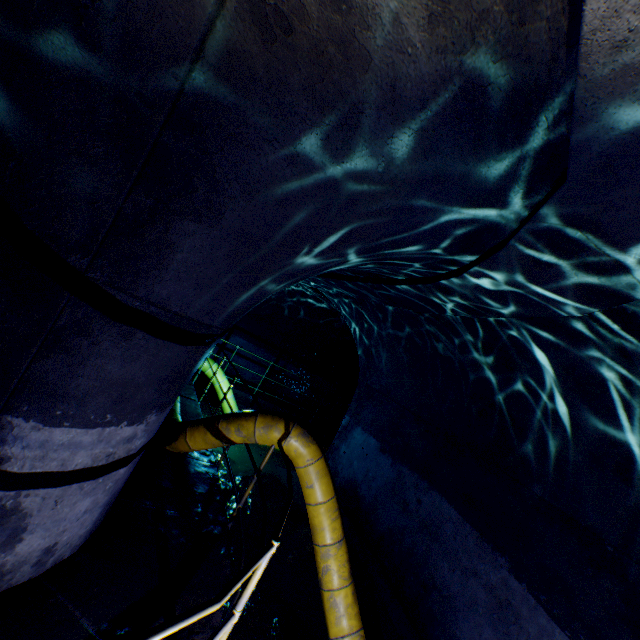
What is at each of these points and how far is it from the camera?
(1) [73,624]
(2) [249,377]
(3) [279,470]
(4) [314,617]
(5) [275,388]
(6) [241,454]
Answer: (1) walkway, 2.2m
(2) building tunnel, 11.6m
(3) building tunnel, 8.1m
(4) building tunnel, 4.5m
(5) building tunnel, 12.2m
(6) building tunnel, 8.2m

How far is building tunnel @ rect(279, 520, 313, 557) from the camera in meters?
5.6

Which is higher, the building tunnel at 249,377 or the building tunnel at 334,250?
the building tunnel at 334,250

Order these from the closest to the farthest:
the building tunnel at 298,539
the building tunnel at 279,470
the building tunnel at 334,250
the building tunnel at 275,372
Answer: the building tunnel at 334,250 → the building tunnel at 298,539 → the building tunnel at 279,470 → the building tunnel at 275,372

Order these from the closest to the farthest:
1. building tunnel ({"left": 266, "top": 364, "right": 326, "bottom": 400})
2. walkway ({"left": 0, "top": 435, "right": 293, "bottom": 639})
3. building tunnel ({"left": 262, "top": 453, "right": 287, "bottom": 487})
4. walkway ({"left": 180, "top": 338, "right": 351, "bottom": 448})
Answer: walkway ({"left": 0, "top": 435, "right": 293, "bottom": 639}) < walkway ({"left": 180, "top": 338, "right": 351, "bottom": 448}) < building tunnel ({"left": 262, "top": 453, "right": 287, "bottom": 487}) < building tunnel ({"left": 266, "top": 364, "right": 326, "bottom": 400})

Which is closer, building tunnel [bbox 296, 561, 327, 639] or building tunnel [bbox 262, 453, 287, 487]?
building tunnel [bbox 296, 561, 327, 639]
